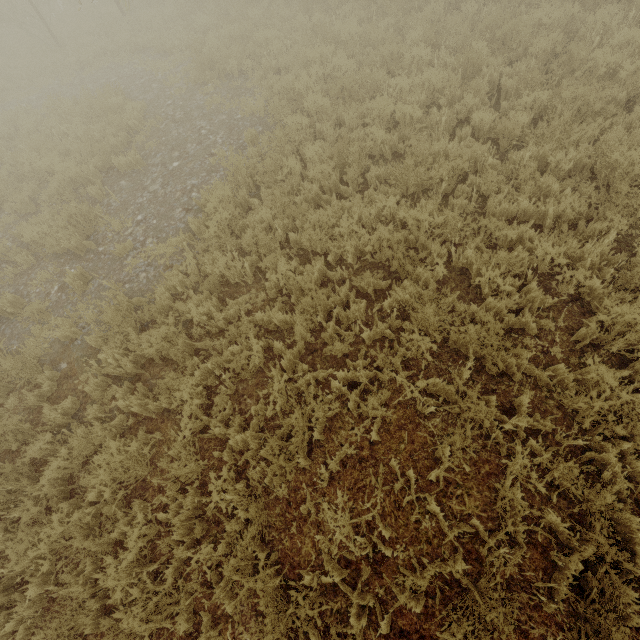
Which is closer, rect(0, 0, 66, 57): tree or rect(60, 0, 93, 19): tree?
rect(0, 0, 66, 57): tree

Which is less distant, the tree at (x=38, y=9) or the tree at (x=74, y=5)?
the tree at (x=38, y=9)

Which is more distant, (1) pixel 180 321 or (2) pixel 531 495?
(1) pixel 180 321
